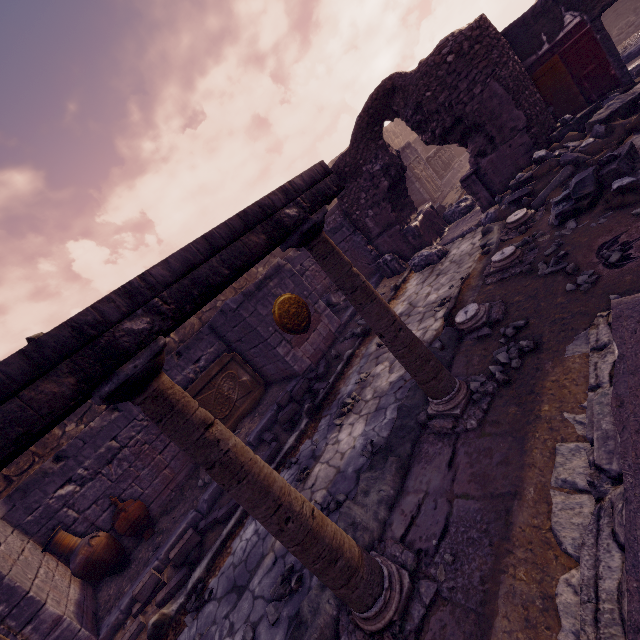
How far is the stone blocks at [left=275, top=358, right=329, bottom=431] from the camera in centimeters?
590cm

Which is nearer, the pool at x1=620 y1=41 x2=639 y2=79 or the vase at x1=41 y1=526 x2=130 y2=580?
the vase at x1=41 y1=526 x2=130 y2=580

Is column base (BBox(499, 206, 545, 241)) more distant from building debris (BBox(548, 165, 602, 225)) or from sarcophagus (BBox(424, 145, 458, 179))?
sarcophagus (BBox(424, 145, 458, 179))

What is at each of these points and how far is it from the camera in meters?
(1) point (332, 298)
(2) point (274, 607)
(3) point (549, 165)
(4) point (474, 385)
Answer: (1) sculpture, 9.8
(2) stone, 3.1
(3) wall arch, 5.8
(4) stone, 3.3

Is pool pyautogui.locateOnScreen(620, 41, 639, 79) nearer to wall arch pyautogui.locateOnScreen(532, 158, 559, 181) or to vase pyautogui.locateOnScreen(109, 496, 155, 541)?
wall arch pyautogui.locateOnScreen(532, 158, 559, 181)

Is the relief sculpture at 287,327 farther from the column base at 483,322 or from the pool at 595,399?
the pool at 595,399

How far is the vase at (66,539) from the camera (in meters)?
5.37

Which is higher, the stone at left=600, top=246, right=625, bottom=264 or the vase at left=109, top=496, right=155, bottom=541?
the vase at left=109, top=496, right=155, bottom=541
